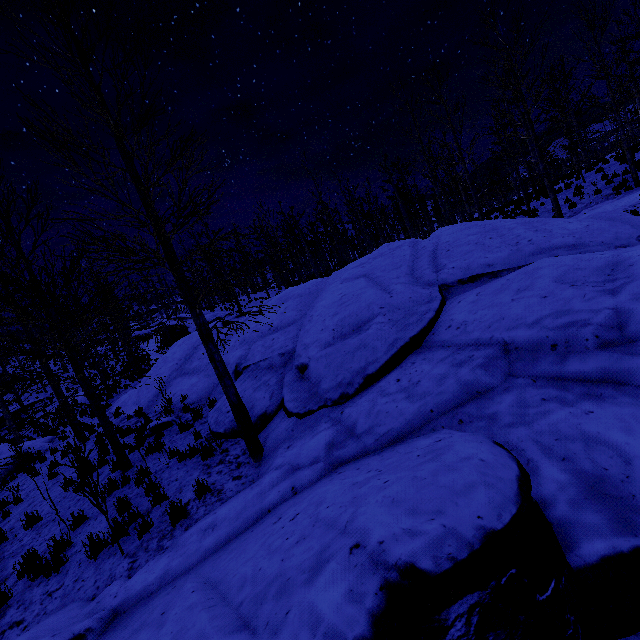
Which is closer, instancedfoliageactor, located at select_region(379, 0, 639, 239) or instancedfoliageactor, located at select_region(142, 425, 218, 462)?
instancedfoliageactor, located at select_region(142, 425, 218, 462)

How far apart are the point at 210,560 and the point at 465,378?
4.20m

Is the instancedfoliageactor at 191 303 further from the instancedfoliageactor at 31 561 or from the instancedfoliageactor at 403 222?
the instancedfoliageactor at 31 561

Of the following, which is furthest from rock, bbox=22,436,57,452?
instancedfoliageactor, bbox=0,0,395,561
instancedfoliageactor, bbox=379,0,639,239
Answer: instancedfoliageactor, bbox=379,0,639,239

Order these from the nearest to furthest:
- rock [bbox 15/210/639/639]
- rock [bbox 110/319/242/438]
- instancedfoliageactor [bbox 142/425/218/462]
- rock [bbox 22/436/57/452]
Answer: rock [bbox 15/210/639/639] < instancedfoliageactor [bbox 142/425/218/462] < rock [bbox 110/319/242/438] < rock [bbox 22/436/57/452]

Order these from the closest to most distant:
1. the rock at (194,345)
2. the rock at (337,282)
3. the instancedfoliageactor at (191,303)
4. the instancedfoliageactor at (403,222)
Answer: the rock at (337,282)
the instancedfoliageactor at (191,303)
the rock at (194,345)
the instancedfoliageactor at (403,222)

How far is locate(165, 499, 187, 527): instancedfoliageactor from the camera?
5.36m
